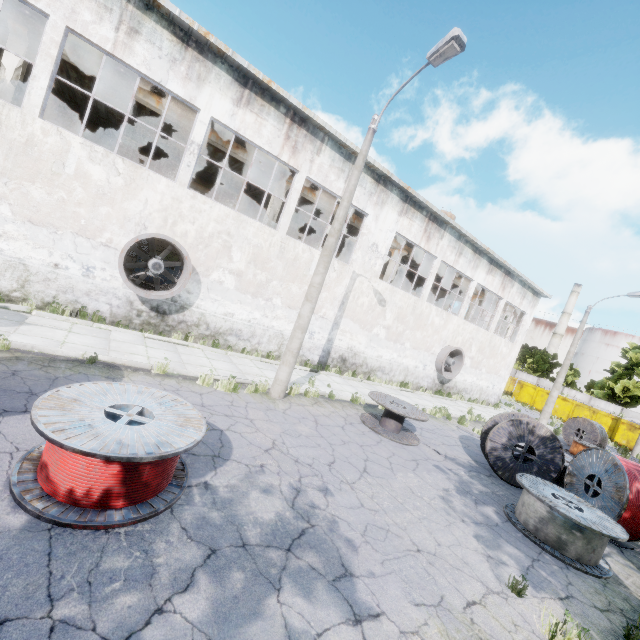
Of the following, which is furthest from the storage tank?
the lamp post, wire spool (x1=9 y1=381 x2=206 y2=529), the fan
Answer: wire spool (x1=9 y1=381 x2=206 y2=529)

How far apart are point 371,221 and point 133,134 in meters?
19.6

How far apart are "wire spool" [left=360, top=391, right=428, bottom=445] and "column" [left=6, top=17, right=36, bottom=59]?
14.5m

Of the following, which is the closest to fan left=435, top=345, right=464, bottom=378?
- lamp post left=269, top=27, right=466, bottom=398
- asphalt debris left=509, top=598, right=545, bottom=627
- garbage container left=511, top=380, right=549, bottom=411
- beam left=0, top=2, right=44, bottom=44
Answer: beam left=0, top=2, right=44, bottom=44

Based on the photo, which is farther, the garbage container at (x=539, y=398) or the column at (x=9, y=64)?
the garbage container at (x=539, y=398)

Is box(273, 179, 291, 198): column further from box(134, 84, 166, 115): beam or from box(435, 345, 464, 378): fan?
box(435, 345, 464, 378): fan

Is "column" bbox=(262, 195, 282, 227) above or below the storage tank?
below

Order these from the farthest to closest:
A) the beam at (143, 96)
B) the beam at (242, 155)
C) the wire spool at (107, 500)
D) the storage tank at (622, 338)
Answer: the storage tank at (622, 338) → the beam at (242, 155) → the beam at (143, 96) → the wire spool at (107, 500)
